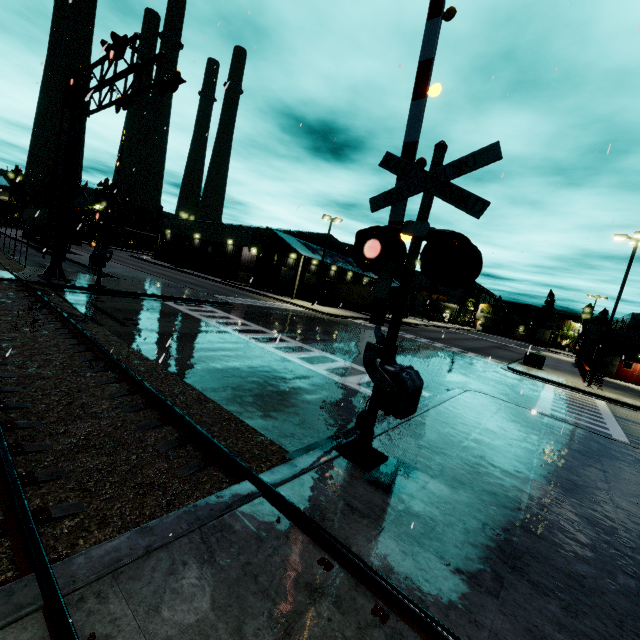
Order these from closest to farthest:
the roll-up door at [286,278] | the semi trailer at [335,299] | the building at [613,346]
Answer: the building at [613,346]
the semi trailer at [335,299]
the roll-up door at [286,278]

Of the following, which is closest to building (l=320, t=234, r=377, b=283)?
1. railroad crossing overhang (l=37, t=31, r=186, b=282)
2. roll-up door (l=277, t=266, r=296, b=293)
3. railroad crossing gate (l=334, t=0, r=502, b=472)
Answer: roll-up door (l=277, t=266, r=296, b=293)

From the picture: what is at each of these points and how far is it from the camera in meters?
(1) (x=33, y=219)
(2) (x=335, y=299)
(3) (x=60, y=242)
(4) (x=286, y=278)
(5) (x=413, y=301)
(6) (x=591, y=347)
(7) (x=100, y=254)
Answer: (1) semi trailer, 34.6 m
(2) semi trailer, 44.2 m
(3) railroad crossing overhang, 15.0 m
(4) roll-up door, 45.1 m
(5) semi trailer, 42.6 m
(6) building, 33.9 m
(7) railroad crossing gate, 15.8 m

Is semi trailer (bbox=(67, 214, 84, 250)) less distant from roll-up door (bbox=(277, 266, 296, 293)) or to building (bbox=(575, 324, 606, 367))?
building (bbox=(575, 324, 606, 367))

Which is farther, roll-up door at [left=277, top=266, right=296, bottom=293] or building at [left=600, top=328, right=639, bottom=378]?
roll-up door at [left=277, top=266, right=296, bottom=293]

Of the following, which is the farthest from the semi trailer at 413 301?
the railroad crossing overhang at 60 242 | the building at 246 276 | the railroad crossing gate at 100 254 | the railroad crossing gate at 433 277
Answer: the railroad crossing overhang at 60 242

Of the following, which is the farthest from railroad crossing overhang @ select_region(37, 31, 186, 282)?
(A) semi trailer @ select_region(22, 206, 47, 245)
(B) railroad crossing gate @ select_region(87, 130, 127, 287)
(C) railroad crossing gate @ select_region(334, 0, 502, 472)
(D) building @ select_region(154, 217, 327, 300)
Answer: (A) semi trailer @ select_region(22, 206, 47, 245)

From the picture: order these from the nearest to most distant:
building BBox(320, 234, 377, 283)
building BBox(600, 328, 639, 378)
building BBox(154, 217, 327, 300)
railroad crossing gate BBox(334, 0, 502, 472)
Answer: railroad crossing gate BBox(334, 0, 502, 472) → building BBox(600, 328, 639, 378) → building BBox(154, 217, 327, 300) → building BBox(320, 234, 377, 283)
